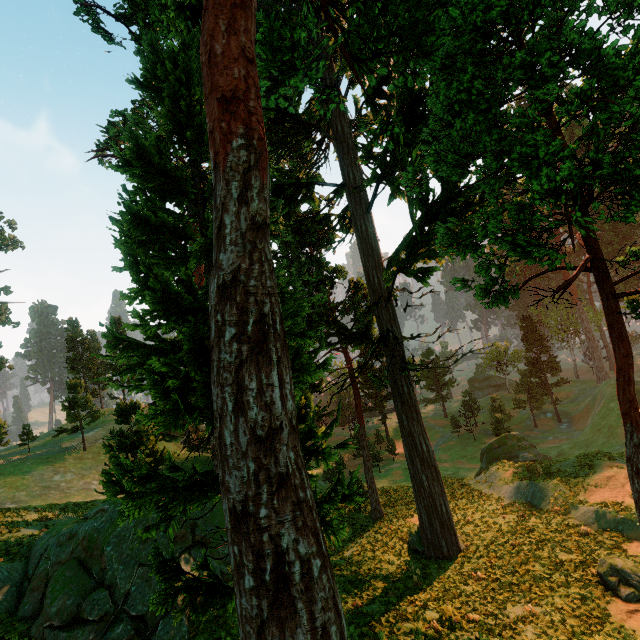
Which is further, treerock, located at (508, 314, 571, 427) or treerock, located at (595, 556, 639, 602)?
treerock, located at (508, 314, 571, 427)

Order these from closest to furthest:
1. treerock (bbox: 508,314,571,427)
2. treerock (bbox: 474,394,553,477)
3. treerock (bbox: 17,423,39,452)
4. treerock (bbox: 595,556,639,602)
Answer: treerock (bbox: 595,556,639,602) < treerock (bbox: 474,394,553,477) < treerock (bbox: 17,423,39,452) < treerock (bbox: 508,314,571,427)

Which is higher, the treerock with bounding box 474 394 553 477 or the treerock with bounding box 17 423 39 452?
the treerock with bounding box 17 423 39 452

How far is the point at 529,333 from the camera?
47.7m

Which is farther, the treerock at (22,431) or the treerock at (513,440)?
the treerock at (22,431)
